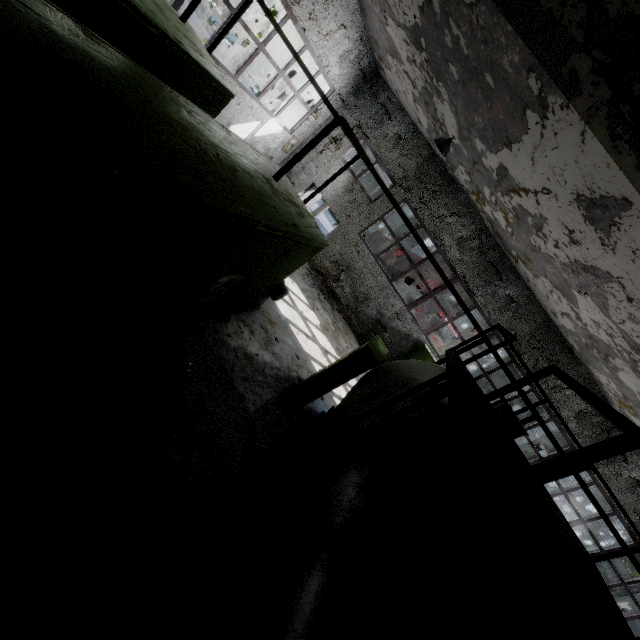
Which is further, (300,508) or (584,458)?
(300,508)

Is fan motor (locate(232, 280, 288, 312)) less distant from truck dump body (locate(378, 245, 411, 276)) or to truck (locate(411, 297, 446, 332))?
truck (locate(411, 297, 446, 332))

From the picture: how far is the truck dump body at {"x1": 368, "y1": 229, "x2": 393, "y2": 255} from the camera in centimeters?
2315cm

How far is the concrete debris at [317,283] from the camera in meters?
13.9

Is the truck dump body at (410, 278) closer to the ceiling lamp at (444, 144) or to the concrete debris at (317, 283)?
the concrete debris at (317, 283)

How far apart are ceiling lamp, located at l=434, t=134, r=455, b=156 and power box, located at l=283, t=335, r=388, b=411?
5.9m

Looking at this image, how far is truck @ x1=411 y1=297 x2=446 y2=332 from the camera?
18.5 meters

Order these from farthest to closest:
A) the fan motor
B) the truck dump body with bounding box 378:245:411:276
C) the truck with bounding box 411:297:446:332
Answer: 1. the truck dump body with bounding box 378:245:411:276
2. the truck with bounding box 411:297:446:332
3. the fan motor
